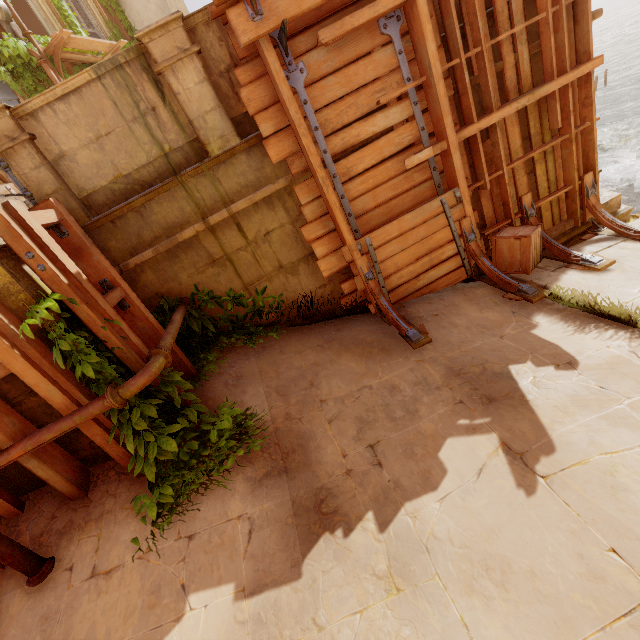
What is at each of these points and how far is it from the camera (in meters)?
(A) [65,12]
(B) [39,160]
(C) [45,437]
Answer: (A) plant, 10.22
(B) column, 4.09
(C) pipe, 3.11

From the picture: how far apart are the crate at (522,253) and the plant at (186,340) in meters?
4.4 m

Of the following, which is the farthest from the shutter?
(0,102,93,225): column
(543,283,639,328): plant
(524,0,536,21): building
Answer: (543,283,639,328): plant

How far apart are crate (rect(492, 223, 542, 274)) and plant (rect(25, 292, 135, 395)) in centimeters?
439cm

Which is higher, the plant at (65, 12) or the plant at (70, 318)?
the plant at (65, 12)

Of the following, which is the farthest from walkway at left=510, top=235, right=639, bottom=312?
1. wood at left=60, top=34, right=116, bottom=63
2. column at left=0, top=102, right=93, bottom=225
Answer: wood at left=60, top=34, right=116, bottom=63

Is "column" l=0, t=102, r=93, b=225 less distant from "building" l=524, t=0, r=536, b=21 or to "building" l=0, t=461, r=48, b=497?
"building" l=524, t=0, r=536, b=21

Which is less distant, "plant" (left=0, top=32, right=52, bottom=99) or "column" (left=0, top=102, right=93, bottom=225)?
"column" (left=0, top=102, right=93, bottom=225)
